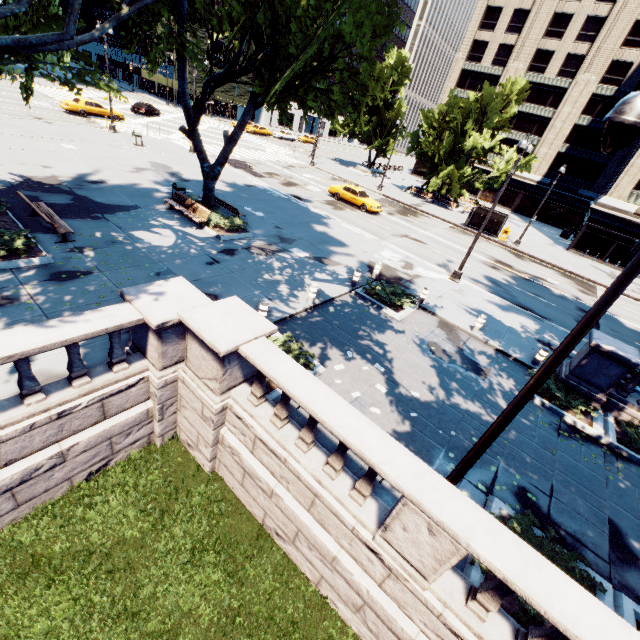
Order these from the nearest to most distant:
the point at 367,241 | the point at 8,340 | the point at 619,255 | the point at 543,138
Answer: the point at 8,340, the point at 367,241, the point at 619,255, the point at 543,138

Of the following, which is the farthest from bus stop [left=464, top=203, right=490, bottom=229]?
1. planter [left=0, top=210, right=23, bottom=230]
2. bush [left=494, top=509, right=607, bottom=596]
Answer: planter [left=0, top=210, right=23, bottom=230]

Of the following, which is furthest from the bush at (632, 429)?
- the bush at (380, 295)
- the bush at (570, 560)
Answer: the bush at (380, 295)

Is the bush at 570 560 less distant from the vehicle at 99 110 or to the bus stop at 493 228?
the bus stop at 493 228

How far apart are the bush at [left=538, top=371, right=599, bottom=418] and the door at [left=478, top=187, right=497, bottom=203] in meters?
55.0

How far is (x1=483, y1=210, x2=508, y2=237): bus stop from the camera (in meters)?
31.36

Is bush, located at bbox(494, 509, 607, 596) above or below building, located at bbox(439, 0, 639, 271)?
below

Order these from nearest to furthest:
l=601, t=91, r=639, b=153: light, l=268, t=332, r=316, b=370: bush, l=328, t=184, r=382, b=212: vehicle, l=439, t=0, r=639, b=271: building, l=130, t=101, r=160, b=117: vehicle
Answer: l=601, t=91, r=639, b=153: light → l=268, t=332, r=316, b=370: bush → l=328, t=184, r=382, b=212: vehicle → l=439, t=0, r=639, b=271: building → l=130, t=101, r=160, b=117: vehicle
